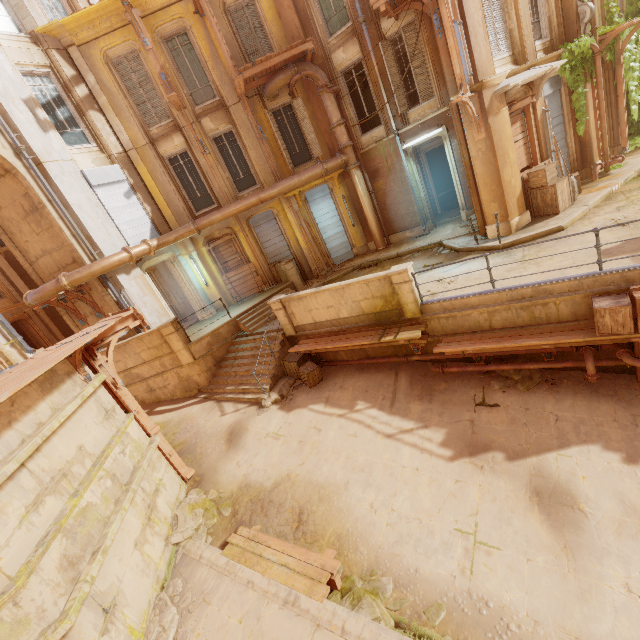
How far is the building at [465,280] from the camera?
8.9 meters

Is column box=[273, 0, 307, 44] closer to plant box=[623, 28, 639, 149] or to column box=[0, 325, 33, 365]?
plant box=[623, 28, 639, 149]

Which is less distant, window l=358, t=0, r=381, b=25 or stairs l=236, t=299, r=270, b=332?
window l=358, t=0, r=381, b=25

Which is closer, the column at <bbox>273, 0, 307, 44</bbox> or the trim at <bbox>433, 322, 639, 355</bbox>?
the trim at <bbox>433, 322, 639, 355</bbox>

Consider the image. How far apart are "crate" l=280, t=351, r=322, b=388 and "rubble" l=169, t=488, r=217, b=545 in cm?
409

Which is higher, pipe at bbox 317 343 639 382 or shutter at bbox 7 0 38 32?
shutter at bbox 7 0 38 32

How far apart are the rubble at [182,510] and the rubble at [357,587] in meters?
3.3

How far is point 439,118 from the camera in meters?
12.6 m
